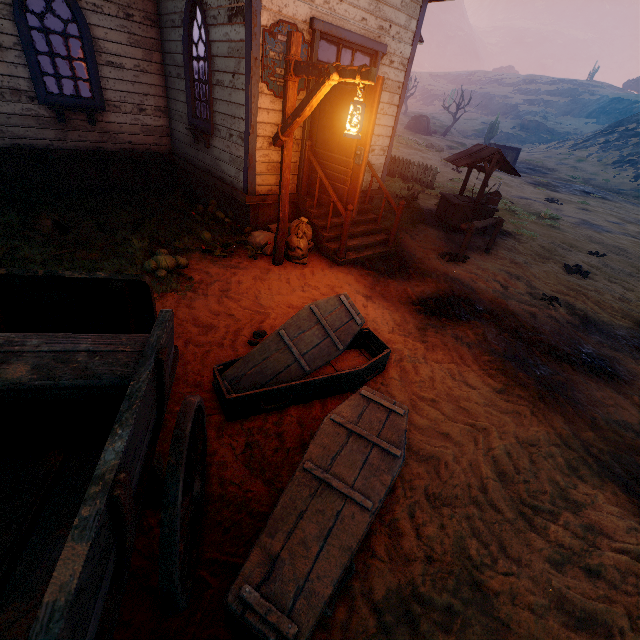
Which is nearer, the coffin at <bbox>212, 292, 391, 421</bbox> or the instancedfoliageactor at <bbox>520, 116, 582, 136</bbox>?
the coffin at <bbox>212, 292, 391, 421</bbox>

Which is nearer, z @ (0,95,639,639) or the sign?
z @ (0,95,639,639)

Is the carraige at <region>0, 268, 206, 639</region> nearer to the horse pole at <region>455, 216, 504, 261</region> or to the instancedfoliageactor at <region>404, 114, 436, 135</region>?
the horse pole at <region>455, 216, 504, 261</region>

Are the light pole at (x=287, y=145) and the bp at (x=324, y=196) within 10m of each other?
yes

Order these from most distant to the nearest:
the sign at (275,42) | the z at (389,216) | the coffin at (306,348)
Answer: the z at (389,216)
the sign at (275,42)
the coffin at (306,348)

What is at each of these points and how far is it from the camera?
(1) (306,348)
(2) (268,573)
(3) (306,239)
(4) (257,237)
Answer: (1) coffin, 3.68m
(2) coffin, 1.86m
(3) burlap sack, 6.17m
(4) burlap sack, 6.39m

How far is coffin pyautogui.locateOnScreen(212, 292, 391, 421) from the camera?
3.1 meters

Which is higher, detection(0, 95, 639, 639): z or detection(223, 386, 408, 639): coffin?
detection(223, 386, 408, 639): coffin
